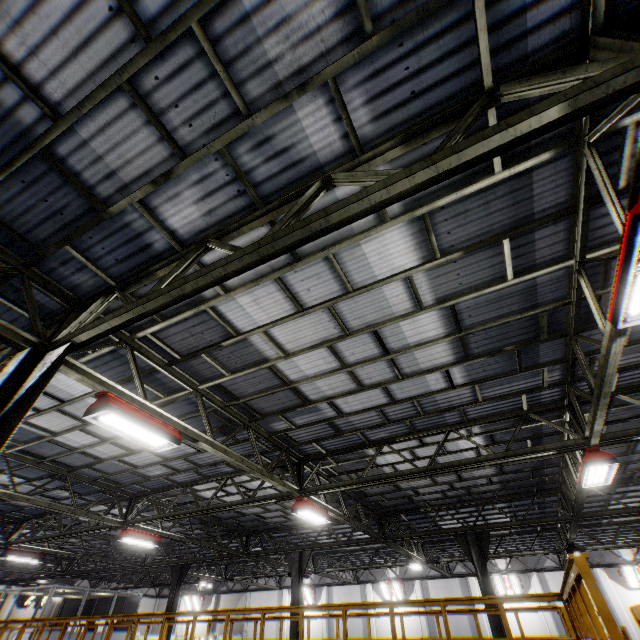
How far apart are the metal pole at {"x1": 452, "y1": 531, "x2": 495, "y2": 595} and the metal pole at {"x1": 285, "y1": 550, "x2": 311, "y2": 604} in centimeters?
667cm

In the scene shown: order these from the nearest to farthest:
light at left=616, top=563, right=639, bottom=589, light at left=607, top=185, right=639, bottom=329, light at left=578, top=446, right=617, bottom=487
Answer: light at left=607, top=185, right=639, bottom=329, light at left=578, top=446, right=617, bottom=487, light at left=616, top=563, right=639, bottom=589

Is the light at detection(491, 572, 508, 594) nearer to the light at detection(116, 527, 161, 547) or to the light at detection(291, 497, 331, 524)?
the light at detection(291, 497, 331, 524)

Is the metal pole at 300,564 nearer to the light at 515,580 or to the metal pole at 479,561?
the metal pole at 479,561

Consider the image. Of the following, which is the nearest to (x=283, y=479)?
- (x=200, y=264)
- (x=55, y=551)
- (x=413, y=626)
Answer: (x=200, y=264)

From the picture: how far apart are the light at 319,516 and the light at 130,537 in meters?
7.0

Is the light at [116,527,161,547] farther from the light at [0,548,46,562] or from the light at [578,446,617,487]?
the light at [578,446,617,487]

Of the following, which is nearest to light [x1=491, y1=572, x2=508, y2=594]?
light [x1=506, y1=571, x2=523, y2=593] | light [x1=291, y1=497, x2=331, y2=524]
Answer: light [x1=506, y1=571, x2=523, y2=593]
